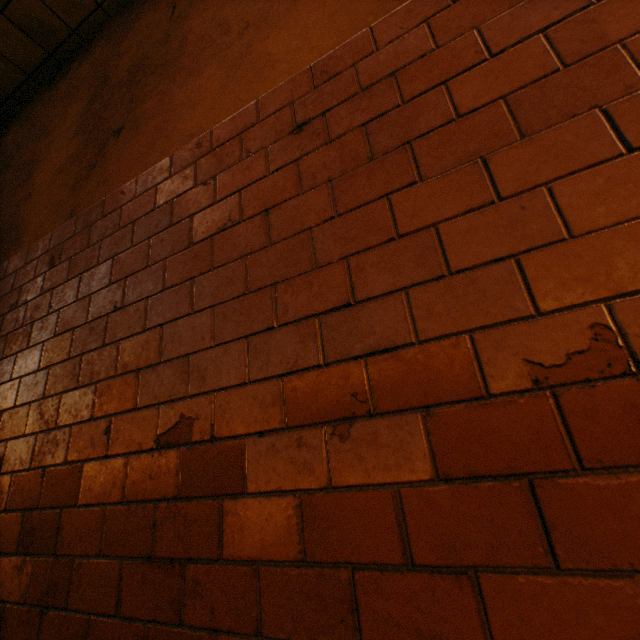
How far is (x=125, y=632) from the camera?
0.9 meters
